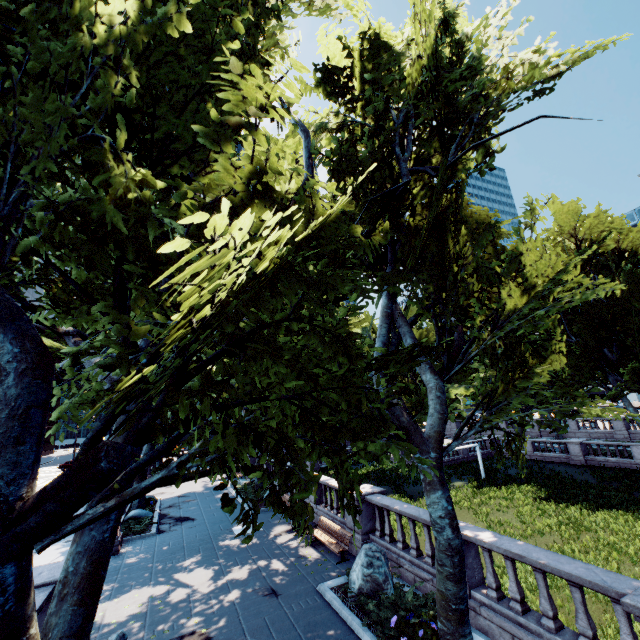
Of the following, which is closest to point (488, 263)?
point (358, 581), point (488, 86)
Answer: point (488, 86)

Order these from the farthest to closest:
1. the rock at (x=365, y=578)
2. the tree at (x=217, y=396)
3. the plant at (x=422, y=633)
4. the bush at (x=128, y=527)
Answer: the bush at (x=128, y=527) < the rock at (x=365, y=578) < the plant at (x=422, y=633) < the tree at (x=217, y=396)

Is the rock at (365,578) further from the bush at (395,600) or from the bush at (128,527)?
the bush at (128,527)

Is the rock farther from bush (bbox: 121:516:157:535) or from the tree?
bush (bbox: 121:516:157:535)

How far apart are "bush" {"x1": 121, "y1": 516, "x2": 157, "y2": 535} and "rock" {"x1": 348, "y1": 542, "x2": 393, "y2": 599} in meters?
12.7 m

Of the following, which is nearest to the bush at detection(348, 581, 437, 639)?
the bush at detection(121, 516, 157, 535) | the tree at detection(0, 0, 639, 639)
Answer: the tree at detection(0, 0, 639, 639)

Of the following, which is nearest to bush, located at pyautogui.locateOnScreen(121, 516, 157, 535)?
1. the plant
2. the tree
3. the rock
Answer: the tree

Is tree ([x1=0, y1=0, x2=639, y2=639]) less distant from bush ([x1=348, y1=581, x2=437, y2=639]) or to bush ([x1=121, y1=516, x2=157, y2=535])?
bush ([x1=348, y1=581, x2=437, y2=639])
